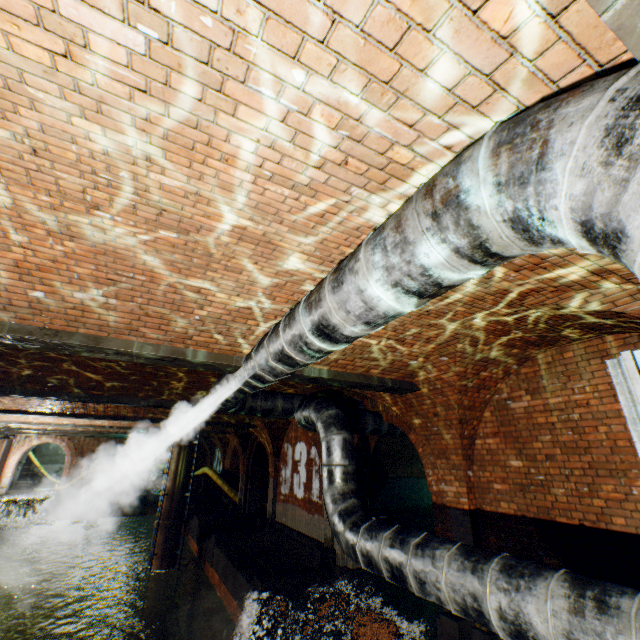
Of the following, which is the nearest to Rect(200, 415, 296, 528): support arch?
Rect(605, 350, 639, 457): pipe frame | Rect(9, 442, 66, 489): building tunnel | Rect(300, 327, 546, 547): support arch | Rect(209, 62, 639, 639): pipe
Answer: Rect(209, 62, 639, 639): pipe

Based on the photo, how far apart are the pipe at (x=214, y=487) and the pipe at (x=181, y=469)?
5.6m

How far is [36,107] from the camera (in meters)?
1.67

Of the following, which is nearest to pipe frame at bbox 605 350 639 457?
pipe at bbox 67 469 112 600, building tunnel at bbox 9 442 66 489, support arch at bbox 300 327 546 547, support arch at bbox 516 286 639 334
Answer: support arch at bbox 516 286 639 334

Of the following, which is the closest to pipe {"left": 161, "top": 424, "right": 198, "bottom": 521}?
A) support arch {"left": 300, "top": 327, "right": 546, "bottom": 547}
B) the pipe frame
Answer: support arch {"left": 300, "top": 327, "right": 546, "bottom": 547}

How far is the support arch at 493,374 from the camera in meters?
5.0

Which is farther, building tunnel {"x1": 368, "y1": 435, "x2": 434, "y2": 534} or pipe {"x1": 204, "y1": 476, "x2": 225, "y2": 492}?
pipe {"x1": 204, "y1": 476, "x2": 225, "y2": 492}

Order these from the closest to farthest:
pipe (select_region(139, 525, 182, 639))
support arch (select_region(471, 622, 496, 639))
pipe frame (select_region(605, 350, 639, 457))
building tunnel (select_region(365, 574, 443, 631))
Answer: pipe frame (select_region(605, 350, 639, 457)) < support arch (select_region(471, 622, 496, 639)) < building tunnel (select_region(365, 574, 443, 631)) < pipe (select_region(139, 525, 182, 639))
